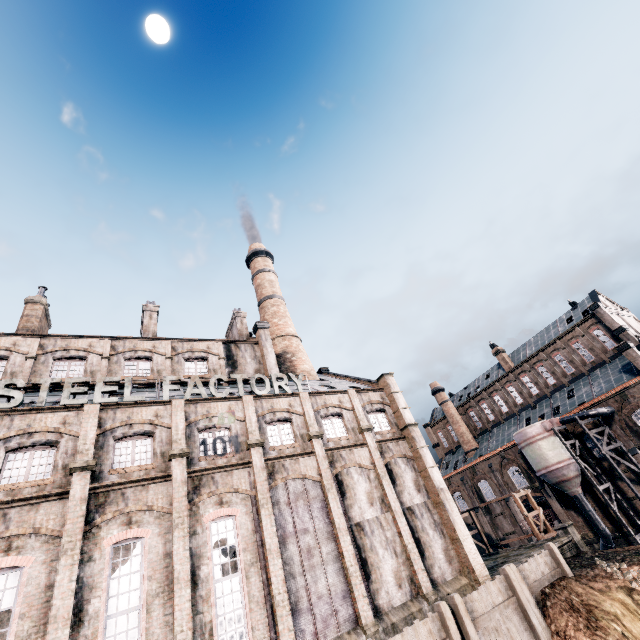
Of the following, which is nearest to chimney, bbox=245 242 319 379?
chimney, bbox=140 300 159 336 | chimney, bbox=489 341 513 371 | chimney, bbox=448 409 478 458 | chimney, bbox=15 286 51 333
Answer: chimney, bbox=140 300 159 336

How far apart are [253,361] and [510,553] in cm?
2913

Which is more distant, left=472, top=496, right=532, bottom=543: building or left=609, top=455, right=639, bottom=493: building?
left=472, top=496, right=532, bottom=543: building

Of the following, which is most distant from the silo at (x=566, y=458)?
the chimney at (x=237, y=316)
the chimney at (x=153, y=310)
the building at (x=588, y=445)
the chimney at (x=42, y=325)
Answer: the chimney at (x=42, y=325)

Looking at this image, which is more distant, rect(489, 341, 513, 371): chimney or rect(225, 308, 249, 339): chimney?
rect(489, 341, 513, 371): chimney

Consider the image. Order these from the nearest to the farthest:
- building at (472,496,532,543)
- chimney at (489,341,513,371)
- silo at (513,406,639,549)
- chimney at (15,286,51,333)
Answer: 1. chimney at (15,286,51,333)
2. silo at (513,406,639,549)
3. building at (472,496,532,543)
4. chimney at (489,341,513,371)

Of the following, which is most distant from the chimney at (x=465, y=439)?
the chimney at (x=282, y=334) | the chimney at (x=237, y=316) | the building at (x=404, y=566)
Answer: the chimney at (x=237, y=316)

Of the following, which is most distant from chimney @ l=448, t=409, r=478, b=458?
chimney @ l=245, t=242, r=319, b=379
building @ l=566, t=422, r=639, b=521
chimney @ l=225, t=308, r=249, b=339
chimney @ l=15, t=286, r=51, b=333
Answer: chimney @ l=15, t=286, r=51, b=333
